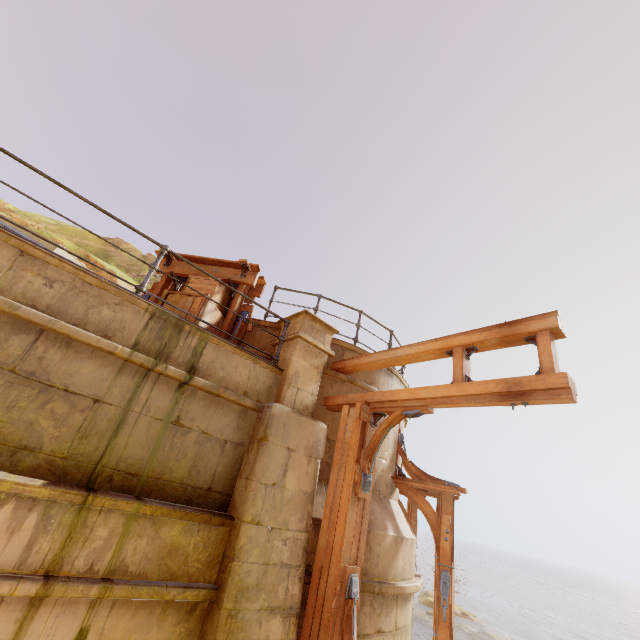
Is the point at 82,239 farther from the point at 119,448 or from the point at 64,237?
the point at 119,448

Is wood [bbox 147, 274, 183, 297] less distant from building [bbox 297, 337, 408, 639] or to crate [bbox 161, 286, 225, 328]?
crate [bbox 161, 286, 225, 328]

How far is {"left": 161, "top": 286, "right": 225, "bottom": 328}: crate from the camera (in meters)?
5.31

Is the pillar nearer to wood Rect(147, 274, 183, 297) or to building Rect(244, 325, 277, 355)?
building Rect(244, 325, 277, 355)

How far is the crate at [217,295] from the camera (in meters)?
A: 5.81

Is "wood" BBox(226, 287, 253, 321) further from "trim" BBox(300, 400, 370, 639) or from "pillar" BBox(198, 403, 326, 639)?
"trim" BBox(300, 400, 370, 639)

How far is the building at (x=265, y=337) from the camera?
6.14m
